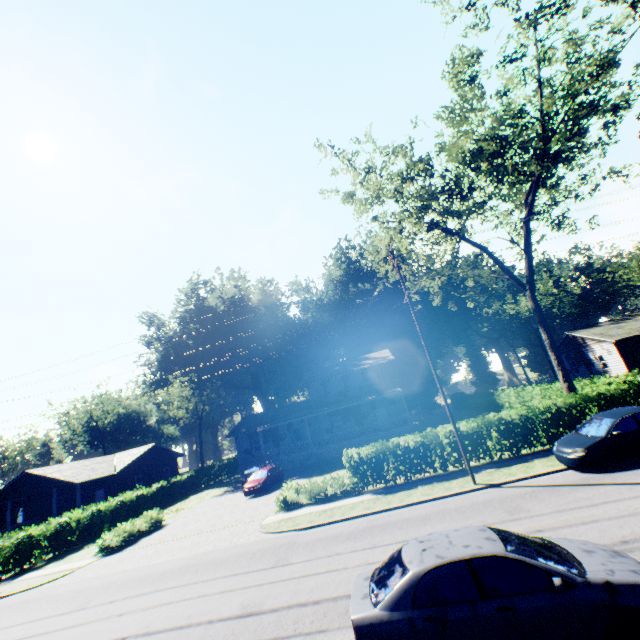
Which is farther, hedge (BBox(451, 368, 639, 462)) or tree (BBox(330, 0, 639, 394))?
hedge (BBox(451, 368, 639, 462))

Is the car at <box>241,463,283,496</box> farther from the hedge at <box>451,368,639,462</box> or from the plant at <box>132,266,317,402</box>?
the plant at <box>132,266,317,402</box>

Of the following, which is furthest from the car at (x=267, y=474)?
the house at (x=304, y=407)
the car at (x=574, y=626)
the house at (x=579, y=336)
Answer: the house at (x=579, y=336)

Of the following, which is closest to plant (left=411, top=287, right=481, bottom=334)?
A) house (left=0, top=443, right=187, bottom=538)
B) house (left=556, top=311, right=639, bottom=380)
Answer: house (left=0, top=443, right=187, bottom=538)

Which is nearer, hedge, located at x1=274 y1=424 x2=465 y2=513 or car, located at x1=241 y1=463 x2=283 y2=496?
hedge, located at x1=274 y1=424 x2=465 y2=513

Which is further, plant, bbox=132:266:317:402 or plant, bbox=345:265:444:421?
plant, bbox=345:265:444:421

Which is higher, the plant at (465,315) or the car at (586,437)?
the plant at (465,315)

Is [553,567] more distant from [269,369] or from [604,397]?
[269,369]
